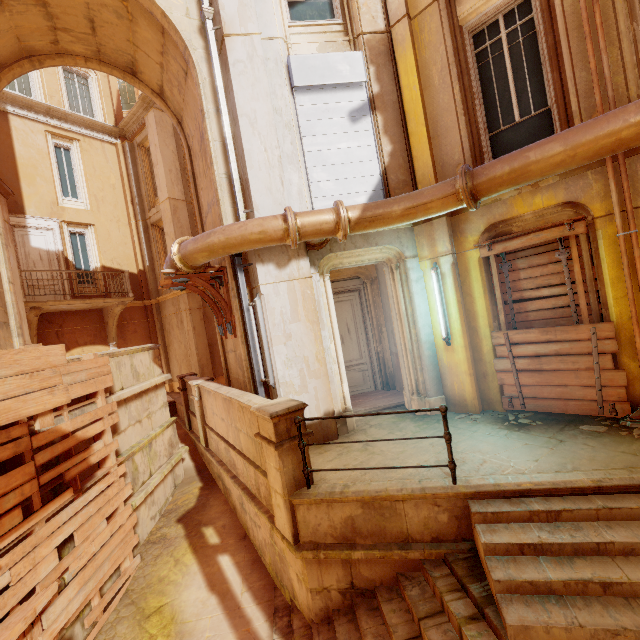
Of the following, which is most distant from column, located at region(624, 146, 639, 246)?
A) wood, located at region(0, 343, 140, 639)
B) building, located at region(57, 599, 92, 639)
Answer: building, located at region(57, 599, 92, 639)

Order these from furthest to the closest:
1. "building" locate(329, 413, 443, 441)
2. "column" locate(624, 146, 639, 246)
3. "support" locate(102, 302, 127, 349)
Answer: "support" locate(102, 302, 127, 349) → "building" locate(329, 413, 443, 441) → "column" locate(624, 146, 639, 246)

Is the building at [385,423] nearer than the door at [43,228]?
Yes

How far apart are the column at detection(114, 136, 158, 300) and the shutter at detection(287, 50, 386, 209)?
11.88m

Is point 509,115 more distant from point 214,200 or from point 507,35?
point 214,200

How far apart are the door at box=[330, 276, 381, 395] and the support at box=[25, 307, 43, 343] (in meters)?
9.74

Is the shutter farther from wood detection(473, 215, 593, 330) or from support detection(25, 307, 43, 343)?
support detection(25, 307, 43, 343)

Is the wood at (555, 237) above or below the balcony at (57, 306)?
below
